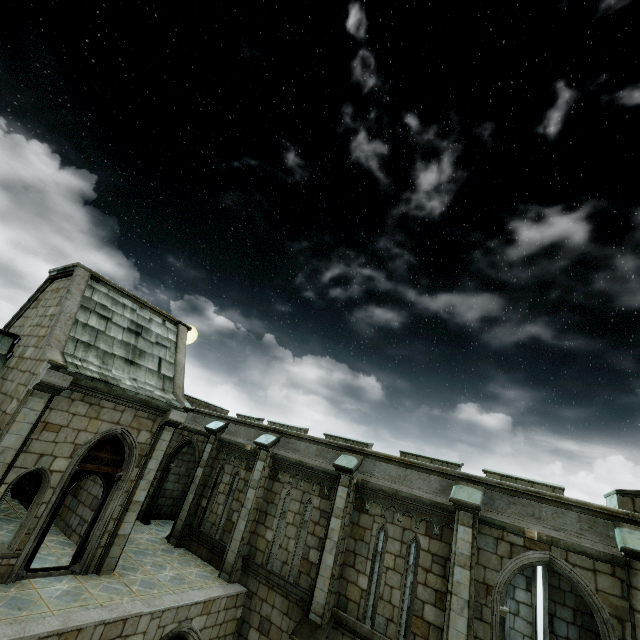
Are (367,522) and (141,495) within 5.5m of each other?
no
